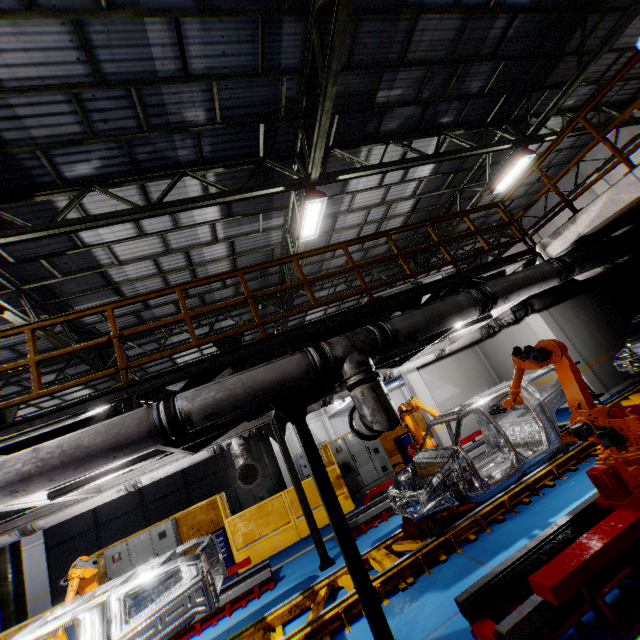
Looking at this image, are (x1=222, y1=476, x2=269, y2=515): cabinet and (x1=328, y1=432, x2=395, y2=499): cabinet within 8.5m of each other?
yes

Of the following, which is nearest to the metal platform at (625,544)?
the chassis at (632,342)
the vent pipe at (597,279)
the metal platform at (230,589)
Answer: the chassis at (632,342)

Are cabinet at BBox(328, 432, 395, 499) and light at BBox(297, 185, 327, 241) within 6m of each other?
no

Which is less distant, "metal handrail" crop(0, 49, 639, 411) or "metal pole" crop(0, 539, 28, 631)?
"metal handrail" crop(0, 49, 639, 411)

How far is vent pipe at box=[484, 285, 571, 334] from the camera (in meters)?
10.04

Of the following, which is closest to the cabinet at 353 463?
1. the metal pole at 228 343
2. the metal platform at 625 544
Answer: the metal pole at 228 343

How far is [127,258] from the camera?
9.2m

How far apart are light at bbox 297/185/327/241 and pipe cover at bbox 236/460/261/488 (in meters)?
5.95
